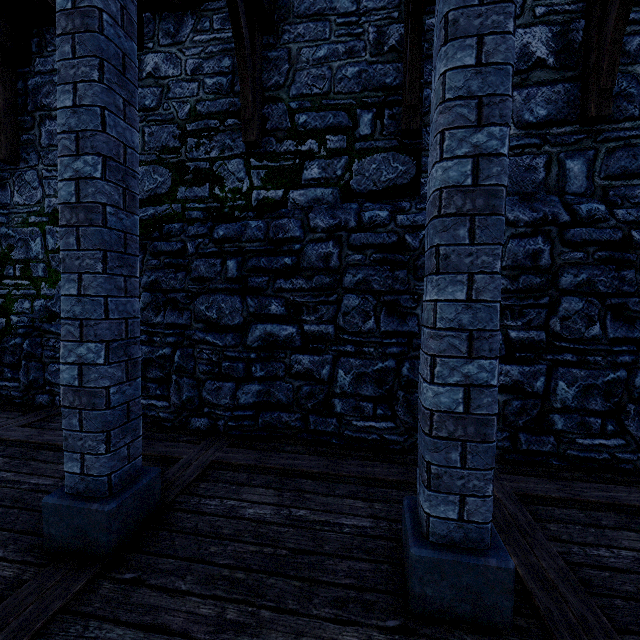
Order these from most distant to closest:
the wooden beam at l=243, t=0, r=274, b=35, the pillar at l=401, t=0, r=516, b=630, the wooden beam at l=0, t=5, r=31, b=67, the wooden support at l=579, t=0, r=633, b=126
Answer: the wooden beam at l=0, t=5, r=31, b=67, the wooden beam at l=243, t=0, r=274, b=35, the wooden support at l=579, t=0, r=633, b=126, the pillar at l=401, t=0, r=516, b=630

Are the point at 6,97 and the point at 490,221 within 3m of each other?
no

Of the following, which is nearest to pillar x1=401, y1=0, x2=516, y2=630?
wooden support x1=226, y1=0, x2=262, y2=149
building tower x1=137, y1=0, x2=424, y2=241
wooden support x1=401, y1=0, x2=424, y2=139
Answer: wooden support x1=401, y1=0, x2=424, y2=139

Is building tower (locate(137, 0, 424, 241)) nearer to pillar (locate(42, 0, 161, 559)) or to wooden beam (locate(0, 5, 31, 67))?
wooden beam (locate(0, 5, 31, 67))

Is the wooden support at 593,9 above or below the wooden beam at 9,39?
below

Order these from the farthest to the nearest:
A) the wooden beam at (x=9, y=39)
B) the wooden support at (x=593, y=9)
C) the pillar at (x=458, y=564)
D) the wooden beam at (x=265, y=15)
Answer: the wooden beam at (x=9, y=39)
the wooden beam at (x=265, y=15)
the wooden support at (x=593, y=9)
the pillar at (x=458, y=564)

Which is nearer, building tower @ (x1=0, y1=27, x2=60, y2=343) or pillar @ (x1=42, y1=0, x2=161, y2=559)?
pillar @ (x1=42, y1=0, x2=161, y2=559)

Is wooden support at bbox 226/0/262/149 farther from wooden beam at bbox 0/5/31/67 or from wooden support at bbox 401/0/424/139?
wooden beam at bbox 0/5/31/67
